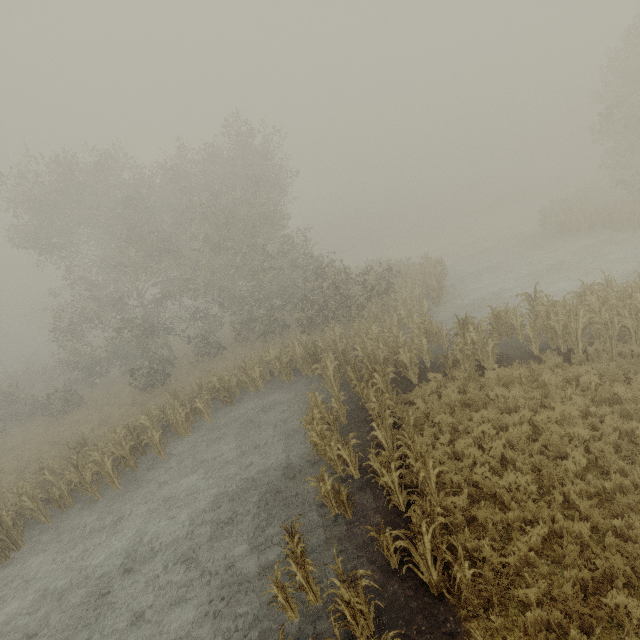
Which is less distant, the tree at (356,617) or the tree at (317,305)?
the tree at (356,617)

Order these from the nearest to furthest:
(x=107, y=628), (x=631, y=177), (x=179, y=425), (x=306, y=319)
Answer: (x=107, y=628) → (x=179, y=425) → (x=306, y=319) → (x=631, y=177)

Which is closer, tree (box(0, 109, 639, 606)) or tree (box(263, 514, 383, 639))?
tree (box(263, 514, 383, 639))
